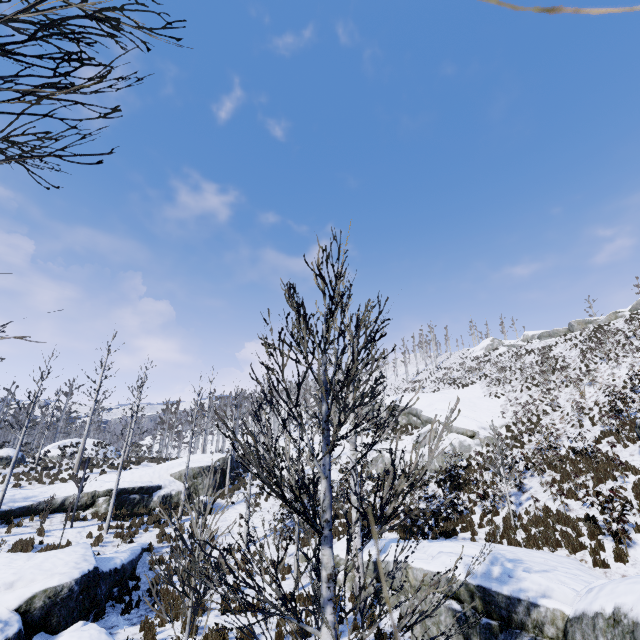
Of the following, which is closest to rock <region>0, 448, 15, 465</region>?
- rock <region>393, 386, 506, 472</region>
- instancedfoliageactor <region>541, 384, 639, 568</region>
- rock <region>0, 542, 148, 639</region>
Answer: rock <region>0, 542, 148, 639</region>

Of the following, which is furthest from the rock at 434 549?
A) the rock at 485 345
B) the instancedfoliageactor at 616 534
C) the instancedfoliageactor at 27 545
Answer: the rock at 485 345

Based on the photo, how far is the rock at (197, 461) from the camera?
23.7 meters

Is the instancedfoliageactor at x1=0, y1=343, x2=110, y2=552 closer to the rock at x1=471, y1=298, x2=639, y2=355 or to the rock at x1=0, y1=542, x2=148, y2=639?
the rock at x1=0, y1=542, x2=148, y2=639

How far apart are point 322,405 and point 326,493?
0.79m

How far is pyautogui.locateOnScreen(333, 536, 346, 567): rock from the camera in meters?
12.5 m

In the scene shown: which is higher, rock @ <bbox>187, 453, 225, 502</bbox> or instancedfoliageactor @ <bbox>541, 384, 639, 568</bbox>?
rock @ <bbox>187, 453, 225, 502</bbox>

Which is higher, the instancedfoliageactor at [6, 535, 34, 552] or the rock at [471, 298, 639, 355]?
the rock at [471, 298, 639, 355]
